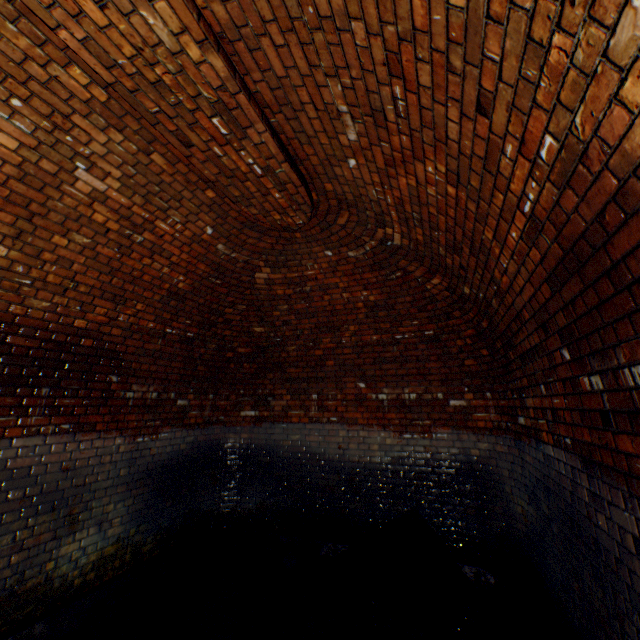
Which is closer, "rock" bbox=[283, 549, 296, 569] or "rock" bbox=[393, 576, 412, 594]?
"rock" bbox=[393, 576, 412, 594]

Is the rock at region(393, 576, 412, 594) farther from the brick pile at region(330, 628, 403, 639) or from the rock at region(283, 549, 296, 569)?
the rock at region(283, 549, 296, 569)

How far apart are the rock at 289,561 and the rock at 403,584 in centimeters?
137cm

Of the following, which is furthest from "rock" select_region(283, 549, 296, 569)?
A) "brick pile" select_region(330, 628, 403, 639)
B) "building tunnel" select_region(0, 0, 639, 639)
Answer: "brick pile" select_region(330, 628, 403, 639)

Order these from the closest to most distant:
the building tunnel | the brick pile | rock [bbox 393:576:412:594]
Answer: the building tunnel < the brick pile < rock [bbox 393:576:412:594]

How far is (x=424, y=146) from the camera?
2.06m

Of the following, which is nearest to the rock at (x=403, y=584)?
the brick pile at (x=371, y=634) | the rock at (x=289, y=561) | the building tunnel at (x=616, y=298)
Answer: the building tunnel at (x=616, y=298)

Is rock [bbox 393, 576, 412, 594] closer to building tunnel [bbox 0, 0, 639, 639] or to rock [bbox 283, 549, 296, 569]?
building tunnel [bbox 0, 0, 639, 639]
